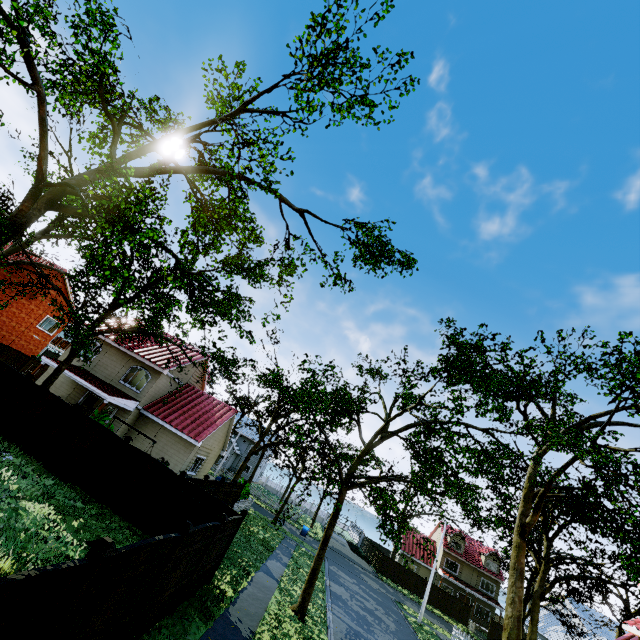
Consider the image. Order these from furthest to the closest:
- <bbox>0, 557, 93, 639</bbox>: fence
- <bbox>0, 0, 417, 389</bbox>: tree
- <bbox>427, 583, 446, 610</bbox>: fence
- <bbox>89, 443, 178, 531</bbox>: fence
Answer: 1. <bbox>427, 583, 446, 610</bbox>: fence
2. <bbox>0, 0, 417, 389</bbox>: tree
3. <bbox>89, 443, 178, 531</bbox>: fence
4. <bbox>0, 557, 93, 639</bbox>: fence

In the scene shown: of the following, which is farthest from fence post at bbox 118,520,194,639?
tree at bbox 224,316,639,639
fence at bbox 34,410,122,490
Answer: fence at bbox 34,410,122,490

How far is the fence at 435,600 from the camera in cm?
3879

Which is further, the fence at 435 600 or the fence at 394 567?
the fence at 394 567

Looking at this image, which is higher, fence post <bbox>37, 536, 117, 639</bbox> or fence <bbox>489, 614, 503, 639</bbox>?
→ fence post <bbox>37, 536, 117, 639</bbox>

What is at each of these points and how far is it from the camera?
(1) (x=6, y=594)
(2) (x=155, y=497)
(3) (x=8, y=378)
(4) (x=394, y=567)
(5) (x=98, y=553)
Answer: (1) fence, 3.2 meters
(2) fence, 12.8 meters
(3) fence, 15.1 meters
(4) fence, 40.6 meters
(5) fence post, 4.3 meters

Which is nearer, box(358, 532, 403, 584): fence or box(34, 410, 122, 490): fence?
box(34, 410, 122, 490): fence

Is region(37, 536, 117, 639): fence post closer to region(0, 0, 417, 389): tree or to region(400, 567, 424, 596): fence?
region(400, 567, 424, 596): fence
